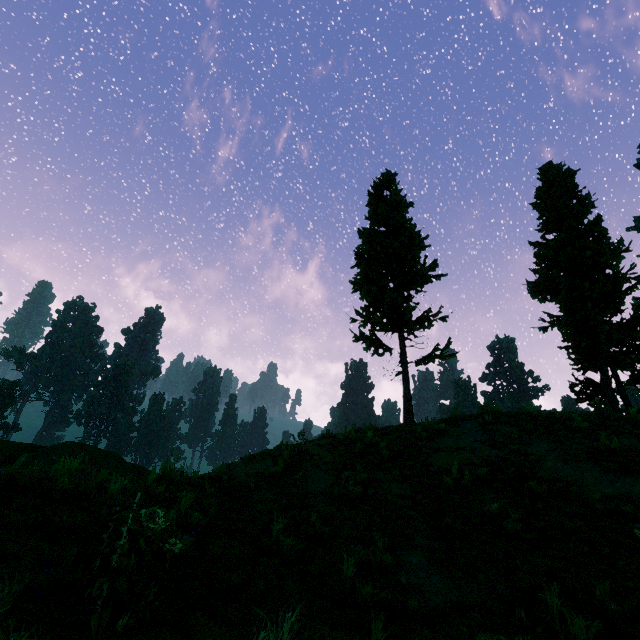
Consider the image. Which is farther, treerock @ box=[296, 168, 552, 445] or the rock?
treerock @ box=[296, 168, 552, 445]

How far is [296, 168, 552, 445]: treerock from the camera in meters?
13.3

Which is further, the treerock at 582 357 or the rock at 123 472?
the treerock at 582 357

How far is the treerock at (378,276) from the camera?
13.34m

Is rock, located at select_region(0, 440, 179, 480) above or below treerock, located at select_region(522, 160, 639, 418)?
below

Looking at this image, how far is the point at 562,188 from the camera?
18.45m

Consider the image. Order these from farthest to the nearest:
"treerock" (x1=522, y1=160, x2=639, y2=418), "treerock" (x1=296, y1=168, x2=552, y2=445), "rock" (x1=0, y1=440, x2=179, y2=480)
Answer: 1. "treerock" (x1=522, y1=160, x2=639, y2=418)
2. "treerock" (x1=296, y1=168, x2=552, y2=445)
3. "rock" (x1=0, y1=440, x2=179, y2=480)
